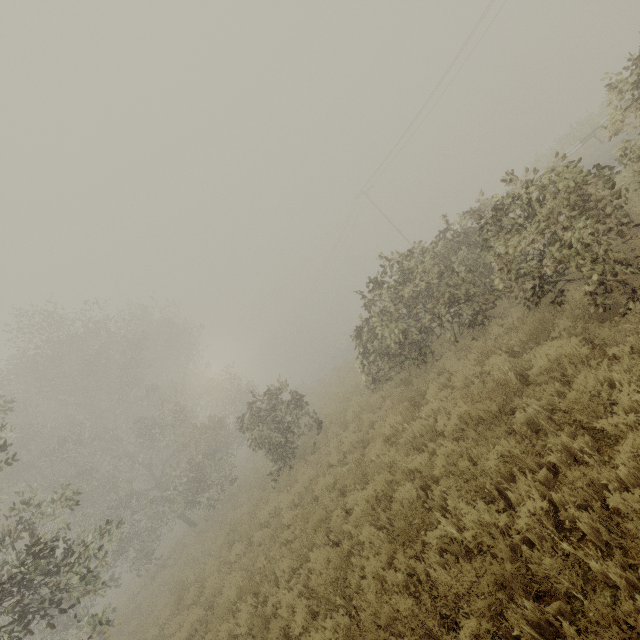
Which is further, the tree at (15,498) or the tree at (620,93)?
the tree at (15,498)

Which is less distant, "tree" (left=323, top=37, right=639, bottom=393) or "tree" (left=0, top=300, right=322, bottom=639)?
"tree" (left=323, top=37, right=639, bottom=393)

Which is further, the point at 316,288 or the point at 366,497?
the point at 316,288
